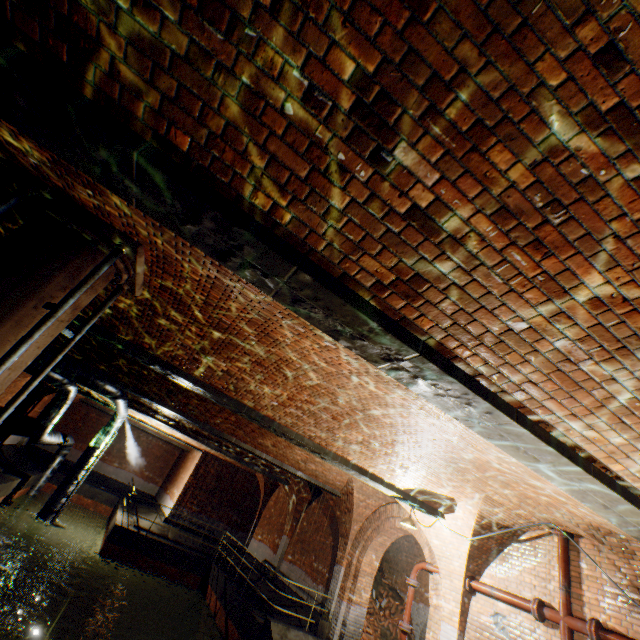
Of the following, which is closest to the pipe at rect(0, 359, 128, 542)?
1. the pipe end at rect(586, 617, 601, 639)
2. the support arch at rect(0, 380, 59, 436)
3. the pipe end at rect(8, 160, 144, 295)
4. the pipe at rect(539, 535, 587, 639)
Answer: the support arch at rect(0, 380, 59, 436)

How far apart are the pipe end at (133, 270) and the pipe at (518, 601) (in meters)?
9.74

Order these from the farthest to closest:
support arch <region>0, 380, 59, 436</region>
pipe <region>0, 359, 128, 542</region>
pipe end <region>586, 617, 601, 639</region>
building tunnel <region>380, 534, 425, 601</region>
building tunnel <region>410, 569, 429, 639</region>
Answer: support arch <region>0, 380, 59, 436</region>, building tunnel <region>380, 534, 425, 601</region>, building tunnel <region>410, 569, 429, 639</region>, pipe <region>0, 359, 128, 542</region>, pipe end <region>586, 617, 601, 639</region>

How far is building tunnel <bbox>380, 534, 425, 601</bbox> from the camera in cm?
1485

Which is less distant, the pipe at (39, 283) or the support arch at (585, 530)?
the pipe at (39, 283)

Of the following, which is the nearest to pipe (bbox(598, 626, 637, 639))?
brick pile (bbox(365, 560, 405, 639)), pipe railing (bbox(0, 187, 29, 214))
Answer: brick pile (bbox(365, 560, 405, 639))

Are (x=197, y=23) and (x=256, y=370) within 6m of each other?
yes

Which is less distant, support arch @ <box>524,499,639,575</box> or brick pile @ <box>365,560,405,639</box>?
support arch @ <box>524,499,639,575</box>
